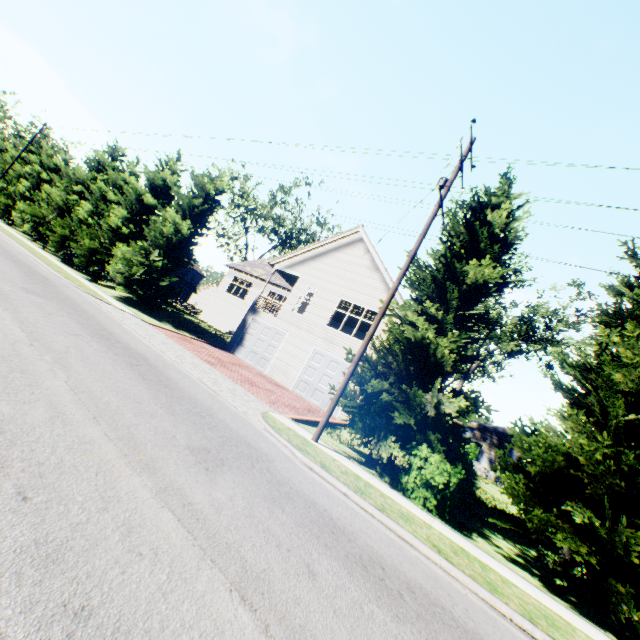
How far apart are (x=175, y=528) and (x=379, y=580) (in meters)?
2.59

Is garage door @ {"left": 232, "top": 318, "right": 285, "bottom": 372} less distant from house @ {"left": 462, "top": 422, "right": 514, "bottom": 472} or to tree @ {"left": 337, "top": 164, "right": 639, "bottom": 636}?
tree @ {"left": 337, "top": 164, "right": 639, "bottom": 636}

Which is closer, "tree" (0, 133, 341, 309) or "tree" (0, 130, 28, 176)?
"tree" (0, 133, 341, 309)

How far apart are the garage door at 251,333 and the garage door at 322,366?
2.16m

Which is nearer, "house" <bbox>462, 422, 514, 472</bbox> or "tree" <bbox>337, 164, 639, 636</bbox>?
"tree" <bbox>337, 164, 639, 636</bbox>

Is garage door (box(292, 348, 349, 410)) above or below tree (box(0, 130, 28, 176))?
below

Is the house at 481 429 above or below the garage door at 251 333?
above

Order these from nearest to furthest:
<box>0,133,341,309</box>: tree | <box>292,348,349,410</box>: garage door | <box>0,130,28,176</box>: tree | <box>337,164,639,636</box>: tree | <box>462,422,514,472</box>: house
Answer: <box>337,164,639,636</box>: tree < <box>292,348,349,410</box>: garage door < <box>0,133,341,309</box>: tree < <box>462,422,514,472</box>: house < <box>0,130,28,176</box>: tree
